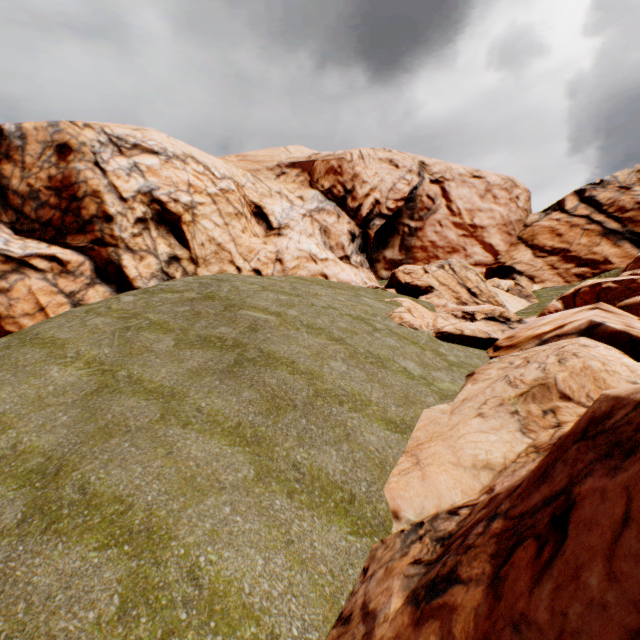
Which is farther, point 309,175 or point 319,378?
point 309,175
